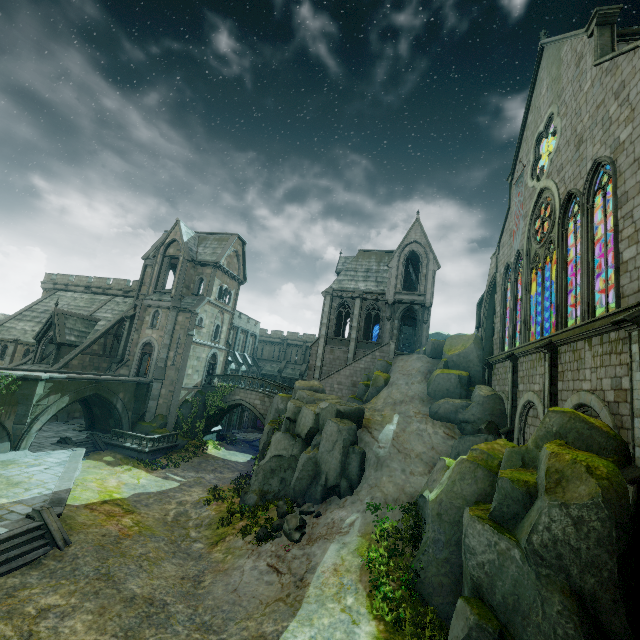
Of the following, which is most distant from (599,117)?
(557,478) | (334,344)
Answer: (334,344)

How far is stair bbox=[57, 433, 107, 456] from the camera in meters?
23.6

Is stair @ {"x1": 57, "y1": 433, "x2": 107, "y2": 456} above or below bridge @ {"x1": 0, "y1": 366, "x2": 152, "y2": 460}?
below

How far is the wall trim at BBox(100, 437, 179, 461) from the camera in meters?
25.1 m

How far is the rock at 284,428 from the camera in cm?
1670

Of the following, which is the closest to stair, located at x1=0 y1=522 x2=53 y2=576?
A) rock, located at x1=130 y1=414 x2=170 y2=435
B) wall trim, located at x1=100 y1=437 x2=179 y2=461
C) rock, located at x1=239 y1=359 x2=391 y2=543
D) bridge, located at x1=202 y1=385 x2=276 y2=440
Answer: rock, located at x1=239 y1=359 x2=391 y2=543

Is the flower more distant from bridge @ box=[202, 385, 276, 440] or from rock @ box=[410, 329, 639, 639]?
bridge @ box=[202, 385, 276, 440]

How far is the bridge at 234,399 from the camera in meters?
32.0 m
